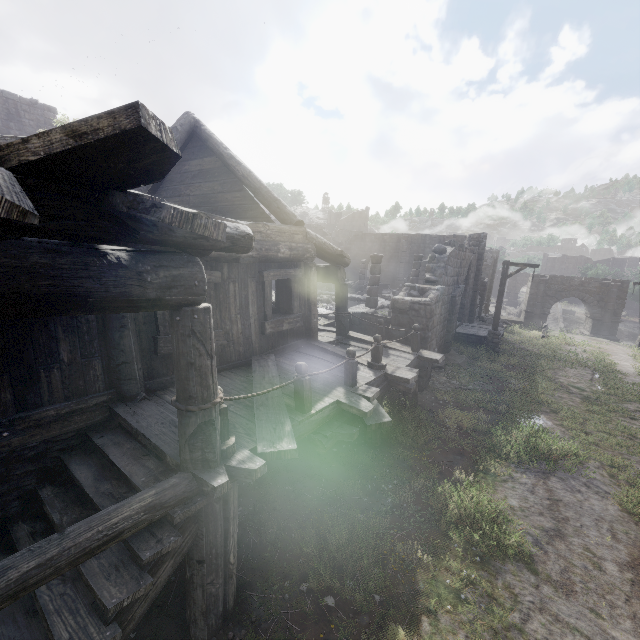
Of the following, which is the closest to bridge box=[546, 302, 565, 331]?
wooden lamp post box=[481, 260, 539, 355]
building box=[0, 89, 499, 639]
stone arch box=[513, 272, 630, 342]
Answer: stone arch box=[513, 272, 630, 342]

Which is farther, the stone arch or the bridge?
the bridge

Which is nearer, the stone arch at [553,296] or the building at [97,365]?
the building at [97,365]

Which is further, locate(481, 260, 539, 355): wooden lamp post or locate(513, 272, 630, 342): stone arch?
locate(513, 272, 630, 342): stone arch

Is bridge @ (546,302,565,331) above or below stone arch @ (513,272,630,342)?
below

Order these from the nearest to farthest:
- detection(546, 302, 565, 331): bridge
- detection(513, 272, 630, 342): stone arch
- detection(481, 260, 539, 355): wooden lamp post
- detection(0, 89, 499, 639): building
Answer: detection(0, 89, 499, 639): building, detection(481, 260, 539, 355): wooden lamp post, detection(513, 272, 630, 342): stone arch, detection(546, 302, 565, 331): bridge

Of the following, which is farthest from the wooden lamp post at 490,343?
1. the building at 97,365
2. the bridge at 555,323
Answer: the bridge at 555,323

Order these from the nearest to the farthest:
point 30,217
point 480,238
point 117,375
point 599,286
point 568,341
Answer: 1. point 30,217
2. point 117,375
3. point 568,341
4. point 480,238
5. point 599,286
